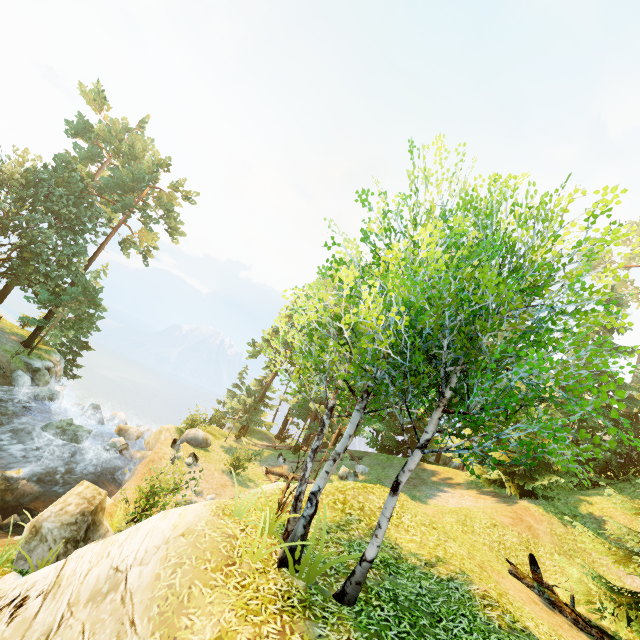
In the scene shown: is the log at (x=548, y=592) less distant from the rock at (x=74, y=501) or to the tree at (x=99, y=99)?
the rock at (x=74, y=501)

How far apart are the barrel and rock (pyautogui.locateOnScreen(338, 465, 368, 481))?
14.3 meters

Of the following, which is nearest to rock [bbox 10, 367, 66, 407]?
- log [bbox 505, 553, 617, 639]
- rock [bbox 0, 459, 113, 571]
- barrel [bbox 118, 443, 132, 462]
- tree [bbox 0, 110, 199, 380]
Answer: tree [bbox 0, 110, 199, 380]

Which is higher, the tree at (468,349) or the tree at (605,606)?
the tree at (468,349)

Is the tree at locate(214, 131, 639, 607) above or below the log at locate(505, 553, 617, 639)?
above

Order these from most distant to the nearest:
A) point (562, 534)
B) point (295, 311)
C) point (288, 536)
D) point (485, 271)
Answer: point (295, 311) < point (562, 534) < point (288, 536) < point (485, 271)

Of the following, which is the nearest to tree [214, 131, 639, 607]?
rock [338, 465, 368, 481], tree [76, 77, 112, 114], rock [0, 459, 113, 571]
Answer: rock [338, 465, 368, 481]

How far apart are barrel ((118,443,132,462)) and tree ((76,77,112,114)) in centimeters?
3233cm
